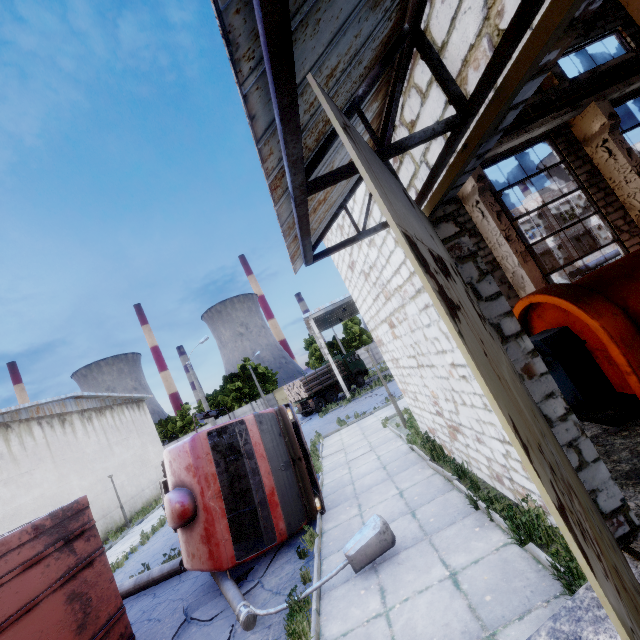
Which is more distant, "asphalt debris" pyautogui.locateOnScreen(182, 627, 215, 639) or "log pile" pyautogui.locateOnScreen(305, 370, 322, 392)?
"log pile" pyautogui.locateOnScreen(305, 370, 322, 392)

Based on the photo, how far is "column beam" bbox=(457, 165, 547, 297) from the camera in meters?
9.3 m

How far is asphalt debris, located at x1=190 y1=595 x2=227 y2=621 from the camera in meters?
6.1

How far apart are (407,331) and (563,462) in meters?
4.2 m

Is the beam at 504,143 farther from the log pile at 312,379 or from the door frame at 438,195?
the log pile at 312,379

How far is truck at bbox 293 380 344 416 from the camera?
28.78m

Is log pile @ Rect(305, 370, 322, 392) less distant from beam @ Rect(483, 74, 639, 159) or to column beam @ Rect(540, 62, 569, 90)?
beam @ Rect(483, 74, 639, 159)

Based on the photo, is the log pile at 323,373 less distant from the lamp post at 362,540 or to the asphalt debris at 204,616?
the lamp post at 362,540
